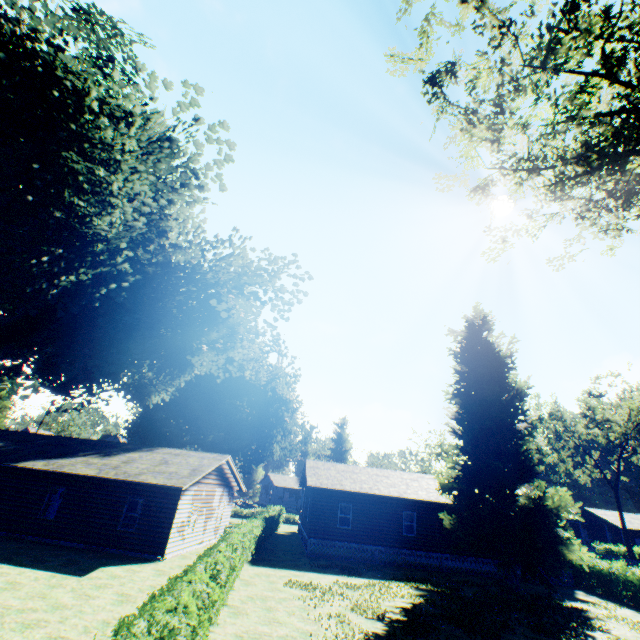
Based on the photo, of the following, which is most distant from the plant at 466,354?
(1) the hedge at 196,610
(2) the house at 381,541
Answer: (1) the hedge at 196,610

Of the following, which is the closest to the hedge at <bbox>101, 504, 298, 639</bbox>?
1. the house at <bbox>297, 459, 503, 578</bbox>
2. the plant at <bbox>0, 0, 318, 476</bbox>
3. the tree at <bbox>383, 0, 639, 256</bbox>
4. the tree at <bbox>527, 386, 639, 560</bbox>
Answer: the tree at <bbox>383, 0, 639, 256</bbox>

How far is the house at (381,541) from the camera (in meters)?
23.58

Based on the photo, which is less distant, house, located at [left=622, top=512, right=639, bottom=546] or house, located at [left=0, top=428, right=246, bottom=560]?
house, located at [left=0, top=428, right=246, bottom=560]

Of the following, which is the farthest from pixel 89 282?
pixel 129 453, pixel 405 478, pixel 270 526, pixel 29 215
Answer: pixel 405 478

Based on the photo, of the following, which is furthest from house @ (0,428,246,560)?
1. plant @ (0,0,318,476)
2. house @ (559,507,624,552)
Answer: house @ (559,507,624,552)

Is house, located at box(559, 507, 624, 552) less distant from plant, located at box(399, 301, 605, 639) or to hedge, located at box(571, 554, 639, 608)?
hedge, located at box(571, 554, 639, 608)

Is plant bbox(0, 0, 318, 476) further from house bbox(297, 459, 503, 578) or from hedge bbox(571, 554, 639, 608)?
hedge bbox(571, 554, 639, 608)
